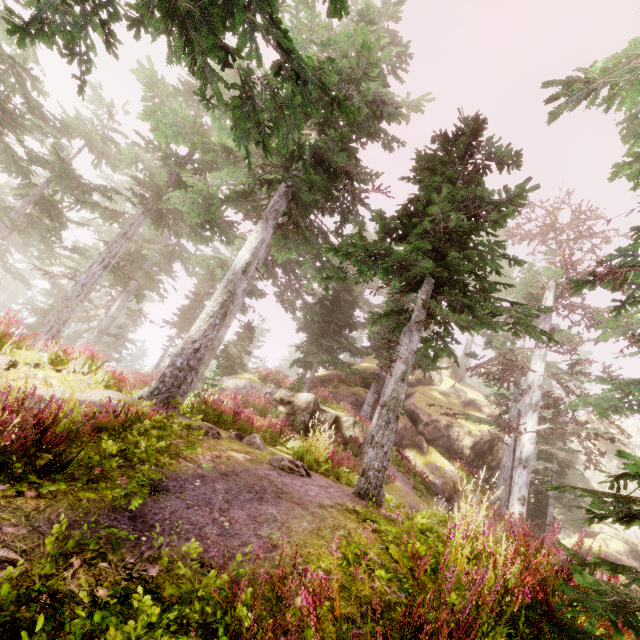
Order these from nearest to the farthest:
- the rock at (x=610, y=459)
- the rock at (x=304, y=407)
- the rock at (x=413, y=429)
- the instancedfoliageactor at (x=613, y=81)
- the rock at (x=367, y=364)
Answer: the instancedfoliageactor at (x=613, y=81) < the rock at (x=304, y=407) < the rock at (x=413, y=429) < the rock at (x=367, y=364) < the rock at (x=610, y=459)

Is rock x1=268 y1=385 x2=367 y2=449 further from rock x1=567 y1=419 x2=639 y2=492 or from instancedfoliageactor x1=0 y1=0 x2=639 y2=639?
rock x1=567 y1=419 x2=639 y2=492

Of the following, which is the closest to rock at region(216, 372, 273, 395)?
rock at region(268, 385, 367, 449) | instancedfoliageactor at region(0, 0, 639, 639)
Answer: instancedfoliageactor at region(0, 0, 639, 639)

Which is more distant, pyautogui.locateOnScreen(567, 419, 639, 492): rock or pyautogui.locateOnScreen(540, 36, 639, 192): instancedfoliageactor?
pyautogui.locateOnScreen(567, 419, 639, 492): rock

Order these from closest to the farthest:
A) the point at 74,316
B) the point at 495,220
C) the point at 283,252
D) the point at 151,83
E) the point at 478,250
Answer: the point at 478,250, the point at 495,220, the point at 74,316, the point at 151,83, the point at 283,252

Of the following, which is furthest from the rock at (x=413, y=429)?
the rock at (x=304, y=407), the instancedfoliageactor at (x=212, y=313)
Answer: the rock at (x=304, y=407)

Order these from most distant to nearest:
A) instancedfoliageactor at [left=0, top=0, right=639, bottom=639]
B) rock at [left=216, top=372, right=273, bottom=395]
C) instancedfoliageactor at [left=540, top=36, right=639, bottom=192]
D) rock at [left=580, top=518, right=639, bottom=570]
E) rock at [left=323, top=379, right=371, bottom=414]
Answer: rock at [left=580, top=518, right=639, bottom=570], rock at [left=323, top=379, right=371, bottom=414], rock at [left=216, top=372, right=273, bottom=395], instancedfoliageactor at [left=540, top=36, right=639, bottom=192], instancedfoliageactor at [left=0, top=0, right=639, bottom=639]

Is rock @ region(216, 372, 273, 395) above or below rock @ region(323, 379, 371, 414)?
below
